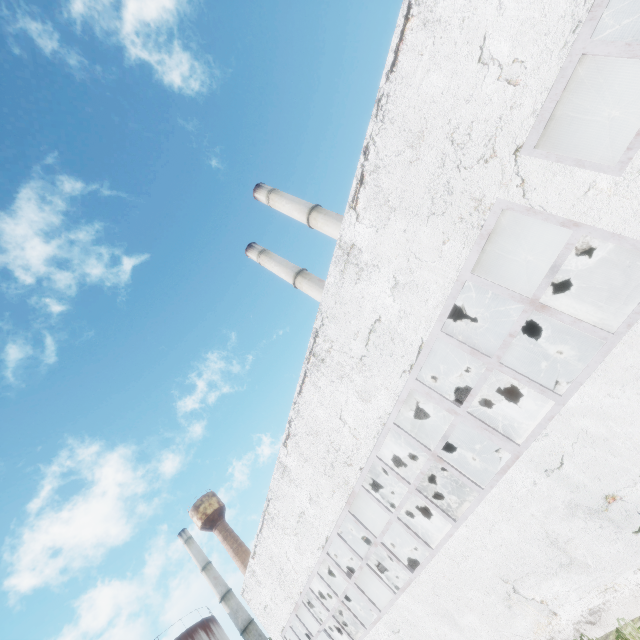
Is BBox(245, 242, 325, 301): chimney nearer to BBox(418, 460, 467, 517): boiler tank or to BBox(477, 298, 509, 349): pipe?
BBox(418, 460, 467, 517): boiler tank

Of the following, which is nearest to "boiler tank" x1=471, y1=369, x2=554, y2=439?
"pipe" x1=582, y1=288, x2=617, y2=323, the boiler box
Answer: the boiler box

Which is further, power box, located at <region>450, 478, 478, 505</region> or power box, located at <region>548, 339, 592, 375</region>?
power box, located at <region>450, 478, 478, 505</region>

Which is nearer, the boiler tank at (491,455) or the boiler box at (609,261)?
the boiler box at (609,261)

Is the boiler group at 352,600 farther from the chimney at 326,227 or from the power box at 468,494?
the chimney at 326,227

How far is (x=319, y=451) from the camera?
9.77m

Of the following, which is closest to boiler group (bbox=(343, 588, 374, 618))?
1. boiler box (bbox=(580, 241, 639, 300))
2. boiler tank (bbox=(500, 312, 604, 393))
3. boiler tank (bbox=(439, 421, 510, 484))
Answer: boiler tank (bbox=(439, 421, 510, 484))

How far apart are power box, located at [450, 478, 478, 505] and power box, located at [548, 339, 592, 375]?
7.25m
